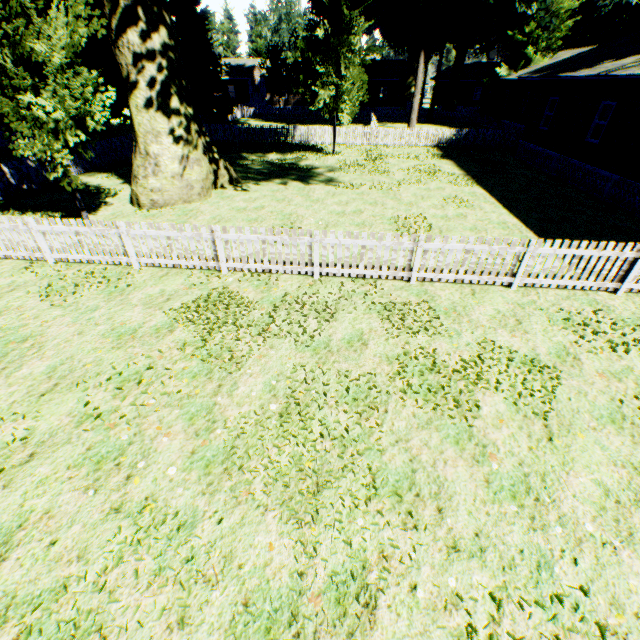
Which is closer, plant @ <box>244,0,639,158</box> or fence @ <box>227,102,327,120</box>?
plant @ <box>244,0,639,158</box>

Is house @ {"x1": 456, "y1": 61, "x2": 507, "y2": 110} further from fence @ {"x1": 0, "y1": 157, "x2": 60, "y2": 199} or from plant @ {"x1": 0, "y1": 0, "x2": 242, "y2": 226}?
fence @ {"x1": 0, "y1": 157, "x2": 60, "y2": 199}

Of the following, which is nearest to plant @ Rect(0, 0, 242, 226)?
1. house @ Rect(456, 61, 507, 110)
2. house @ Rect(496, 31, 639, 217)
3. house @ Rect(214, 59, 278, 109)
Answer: house @ Rect(496, 31, 639, 217)

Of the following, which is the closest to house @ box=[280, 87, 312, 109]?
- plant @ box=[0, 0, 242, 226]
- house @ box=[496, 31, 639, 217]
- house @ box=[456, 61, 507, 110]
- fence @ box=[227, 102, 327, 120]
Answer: fence @ box=[227, 102, 327, 120]

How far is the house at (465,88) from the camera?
47.62m

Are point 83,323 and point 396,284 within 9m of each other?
yes

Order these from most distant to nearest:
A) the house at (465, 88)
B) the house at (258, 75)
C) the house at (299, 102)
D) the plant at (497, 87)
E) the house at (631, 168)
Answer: the house at (299, 102) < the house at (465, 88) < the house at (258, 75) < the plant at (497, 87) < the house at (631, 168)
